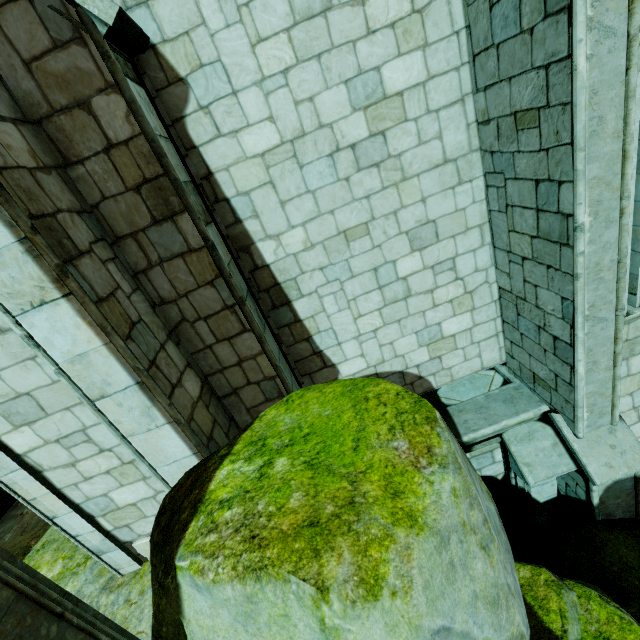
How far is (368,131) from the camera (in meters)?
4.03

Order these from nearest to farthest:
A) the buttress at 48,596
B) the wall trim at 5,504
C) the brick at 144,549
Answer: the buttress at 48,596 < the brick at 144,549 < the wall trim at 5,504

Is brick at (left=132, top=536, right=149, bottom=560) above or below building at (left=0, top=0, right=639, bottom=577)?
below

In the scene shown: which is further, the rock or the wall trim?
the wall trim

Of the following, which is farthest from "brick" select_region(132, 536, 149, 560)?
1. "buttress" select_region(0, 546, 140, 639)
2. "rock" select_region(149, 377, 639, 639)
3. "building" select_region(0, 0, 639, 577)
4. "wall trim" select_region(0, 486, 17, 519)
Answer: "wall trim" select_region(0, 486, 17, 519)

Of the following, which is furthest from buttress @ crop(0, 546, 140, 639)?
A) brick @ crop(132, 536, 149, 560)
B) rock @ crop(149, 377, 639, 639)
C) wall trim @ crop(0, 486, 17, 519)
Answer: wall trim @ crop(0, 486, 17, 519)

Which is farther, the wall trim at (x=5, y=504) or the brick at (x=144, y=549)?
the wall trim at (x=5, y=504)

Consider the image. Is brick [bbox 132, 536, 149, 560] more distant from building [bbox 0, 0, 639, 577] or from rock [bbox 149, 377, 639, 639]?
rock [bbox 149, 377, 639, 639]
